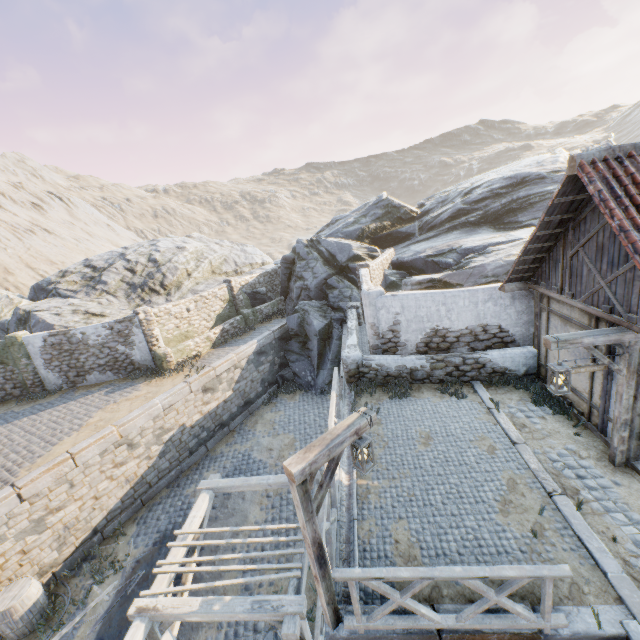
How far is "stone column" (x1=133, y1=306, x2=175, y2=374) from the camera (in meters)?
15.40

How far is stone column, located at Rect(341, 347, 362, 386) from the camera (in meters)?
11.05

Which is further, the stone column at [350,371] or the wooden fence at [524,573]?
the stone column at [350,371]

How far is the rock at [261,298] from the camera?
21.7m

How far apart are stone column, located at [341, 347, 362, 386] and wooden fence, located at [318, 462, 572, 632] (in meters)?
6.87

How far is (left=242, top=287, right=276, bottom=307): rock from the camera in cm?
2173

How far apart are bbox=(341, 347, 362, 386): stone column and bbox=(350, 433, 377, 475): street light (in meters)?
5.82

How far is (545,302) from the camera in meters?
8.7 m
